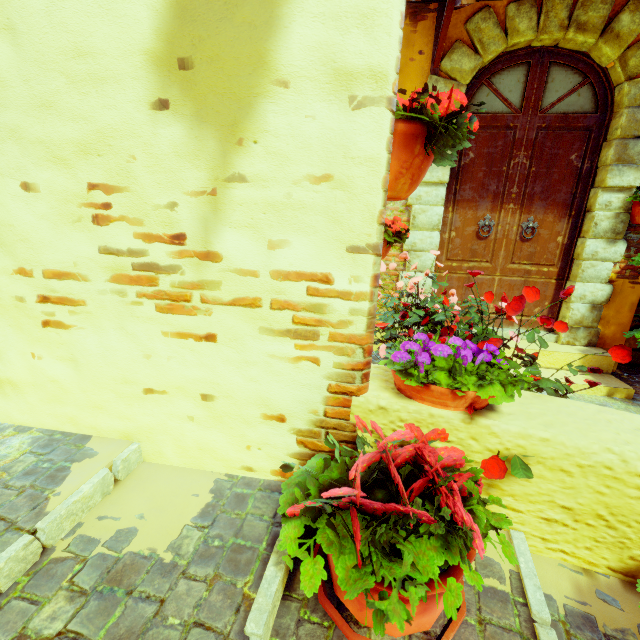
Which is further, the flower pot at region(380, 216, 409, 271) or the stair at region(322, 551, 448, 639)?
the flower pot at region(380, 216, 409, 271)

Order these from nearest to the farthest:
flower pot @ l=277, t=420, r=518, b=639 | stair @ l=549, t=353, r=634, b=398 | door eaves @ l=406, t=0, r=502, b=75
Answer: flower pot @ l=277, t=420, r=518, b=639
door eaves @ l=406, t=0, r=502, b=75
stair @ l=549, t=353, r=634, b=398

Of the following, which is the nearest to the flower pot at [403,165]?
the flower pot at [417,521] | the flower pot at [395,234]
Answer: the flower pot at [417,521]

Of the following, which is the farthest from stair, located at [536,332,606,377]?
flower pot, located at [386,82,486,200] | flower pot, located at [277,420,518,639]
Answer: flower pot, located at [386,82,486,200]

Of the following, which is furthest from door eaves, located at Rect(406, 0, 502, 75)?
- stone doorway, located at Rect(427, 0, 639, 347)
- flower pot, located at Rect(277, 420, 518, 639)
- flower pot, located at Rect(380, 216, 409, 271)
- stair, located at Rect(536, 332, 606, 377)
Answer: stair, located at Rect(536, 332, 606, 377)

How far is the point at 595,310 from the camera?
3.57m

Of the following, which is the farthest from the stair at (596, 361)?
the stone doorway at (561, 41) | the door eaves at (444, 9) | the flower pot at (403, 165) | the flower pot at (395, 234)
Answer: the door eaves at (444, 9)

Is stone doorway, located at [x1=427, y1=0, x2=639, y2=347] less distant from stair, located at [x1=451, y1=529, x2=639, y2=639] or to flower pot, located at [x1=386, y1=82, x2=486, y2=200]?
flower pot, located at [x1=386, y1=82, x2=486, y2=200]
